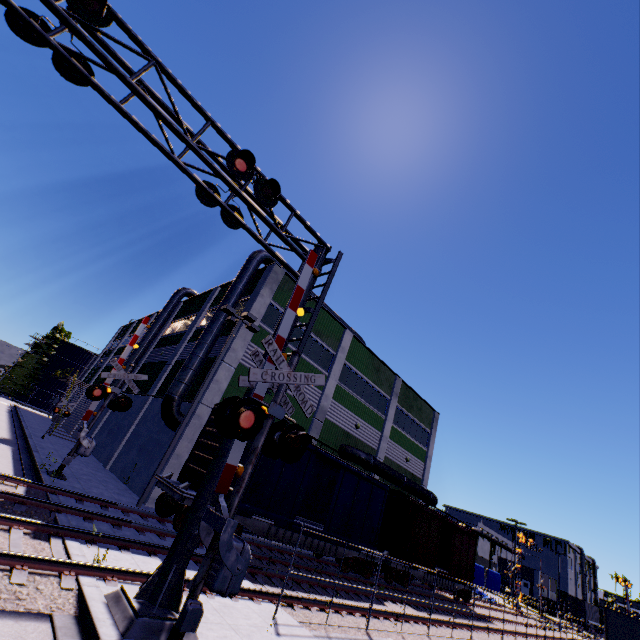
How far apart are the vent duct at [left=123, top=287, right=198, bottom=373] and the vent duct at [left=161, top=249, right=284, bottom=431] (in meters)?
12.26

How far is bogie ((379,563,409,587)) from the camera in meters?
18.6 m

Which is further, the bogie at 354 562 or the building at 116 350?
the building at 116 350

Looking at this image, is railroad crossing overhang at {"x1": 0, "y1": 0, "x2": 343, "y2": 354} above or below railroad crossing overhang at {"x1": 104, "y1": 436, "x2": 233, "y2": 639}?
above

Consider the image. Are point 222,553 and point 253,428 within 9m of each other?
yes

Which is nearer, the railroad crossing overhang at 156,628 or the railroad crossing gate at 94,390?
the railroad crossing overhang at 156,628

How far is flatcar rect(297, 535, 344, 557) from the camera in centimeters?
1451cm

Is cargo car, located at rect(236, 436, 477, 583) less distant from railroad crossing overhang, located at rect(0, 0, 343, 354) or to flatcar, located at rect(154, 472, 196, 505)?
flatcar, located at rect(154, 472, 196, 505)
